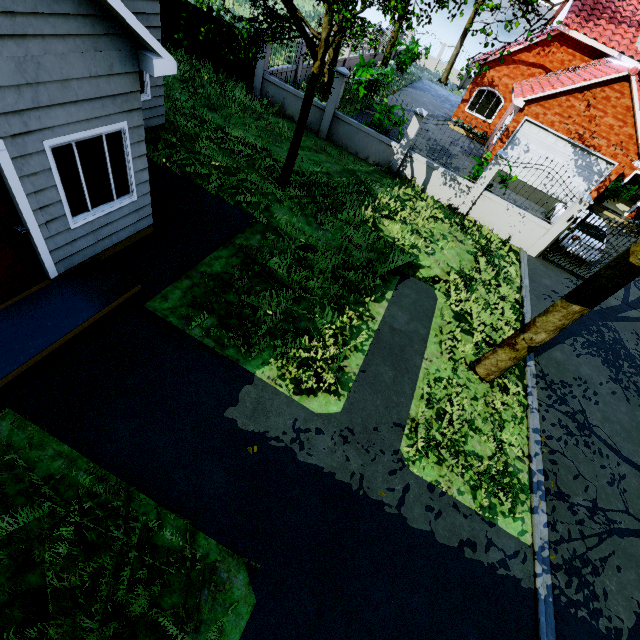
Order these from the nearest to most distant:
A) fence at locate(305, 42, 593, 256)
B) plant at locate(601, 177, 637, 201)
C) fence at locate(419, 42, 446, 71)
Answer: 1. fence at locate(305, 42, 593, 256)
2. plant at locate(601, 177, 637, 201)
3. fence at locate(419, 42, 446, 71)

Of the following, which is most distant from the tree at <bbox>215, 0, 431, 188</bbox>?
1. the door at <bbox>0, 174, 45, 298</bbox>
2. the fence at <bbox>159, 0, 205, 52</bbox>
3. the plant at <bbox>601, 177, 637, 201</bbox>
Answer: the plant at <bbox>601, 177, 637, 201</bbox>

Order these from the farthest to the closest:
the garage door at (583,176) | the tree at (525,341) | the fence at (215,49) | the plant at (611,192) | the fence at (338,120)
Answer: the plant at (611,192)
the garage door at (583,176)
the fence at (215,49)
the fence at (338,120)
the tree at (525,341)

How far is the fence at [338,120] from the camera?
11.9m

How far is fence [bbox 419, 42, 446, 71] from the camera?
32.4m

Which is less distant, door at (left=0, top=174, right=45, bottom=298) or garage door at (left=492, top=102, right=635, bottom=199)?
door at (left=0, top=174, right=45, bottom=298)

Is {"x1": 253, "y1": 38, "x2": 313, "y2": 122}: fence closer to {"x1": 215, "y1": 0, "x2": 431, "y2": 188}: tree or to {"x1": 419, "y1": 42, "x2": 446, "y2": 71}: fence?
{"x1": 215, "y1": 0, "x2": 431, "y2": 188}: tree

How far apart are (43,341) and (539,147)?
22.0 meters
